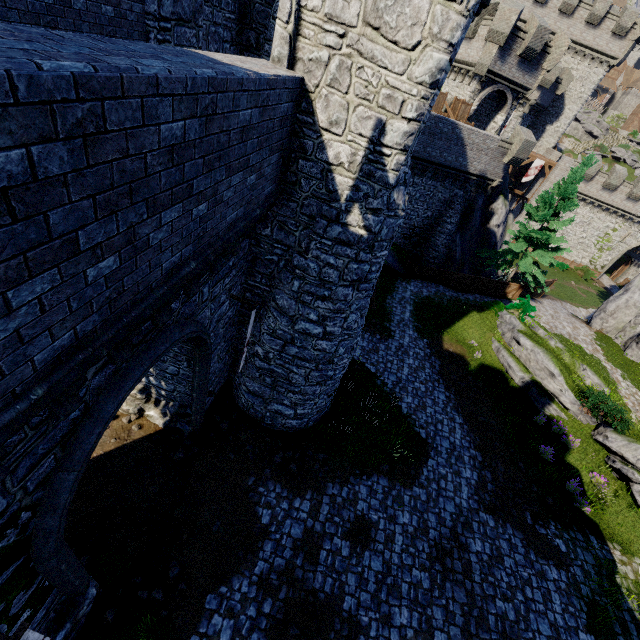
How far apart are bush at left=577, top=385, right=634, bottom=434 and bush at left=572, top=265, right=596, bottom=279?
31.7 meters

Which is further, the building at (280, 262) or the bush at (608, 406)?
the bush at (608, 406)

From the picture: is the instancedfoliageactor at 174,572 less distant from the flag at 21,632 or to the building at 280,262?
the building at 280,262

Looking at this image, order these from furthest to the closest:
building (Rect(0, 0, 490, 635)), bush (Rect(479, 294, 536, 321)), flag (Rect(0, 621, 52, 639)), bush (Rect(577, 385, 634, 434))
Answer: bush (Rect(479, 294, 536, 321))
bush (Rect(577, 385, 634, 434))
flag (Rect(0, 621, 52, 639))
building (Rect(0, 0, 490, 635))

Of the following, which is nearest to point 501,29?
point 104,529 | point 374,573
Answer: point 374,573

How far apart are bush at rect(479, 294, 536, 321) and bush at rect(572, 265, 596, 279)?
26.90m

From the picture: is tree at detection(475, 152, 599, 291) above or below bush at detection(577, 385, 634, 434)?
above

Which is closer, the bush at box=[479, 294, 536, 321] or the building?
the building
